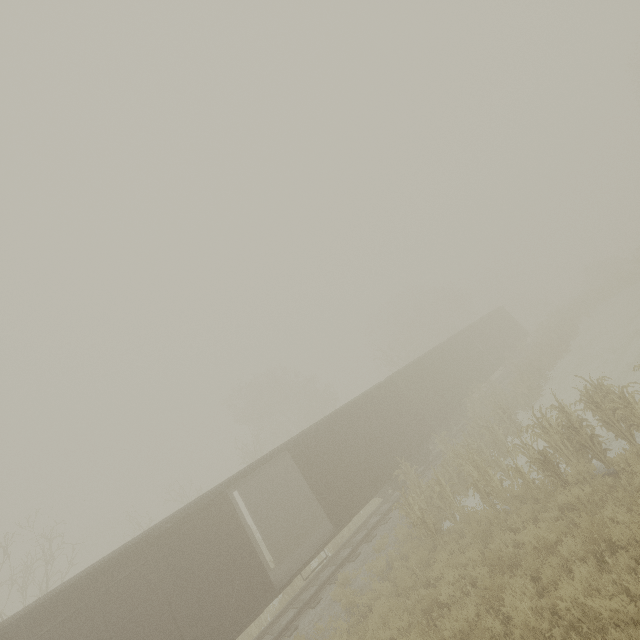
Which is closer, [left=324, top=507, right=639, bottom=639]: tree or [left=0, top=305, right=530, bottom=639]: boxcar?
[left=324, top=507, right=639, bottom=639]: tree

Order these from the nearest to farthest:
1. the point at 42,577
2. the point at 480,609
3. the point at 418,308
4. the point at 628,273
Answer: the point at 480,609, the point at 628,273, the point at 42,577, the point at 418,308

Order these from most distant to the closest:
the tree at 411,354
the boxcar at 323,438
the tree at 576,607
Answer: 1. the tree at 411,354
2. the boxcar at 323,438
3. the tree at 576,607

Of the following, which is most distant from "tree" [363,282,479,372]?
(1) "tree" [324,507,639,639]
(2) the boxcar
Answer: (2) the boxcar

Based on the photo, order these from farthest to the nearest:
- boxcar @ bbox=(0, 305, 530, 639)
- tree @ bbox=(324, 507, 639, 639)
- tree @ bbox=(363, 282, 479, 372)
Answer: tree @ bbox=(363, 282, 479, 372) → boxcar @ bbox=(0, 305, 530, 639) → tree @ bbox=(324, 507, 639, 639)

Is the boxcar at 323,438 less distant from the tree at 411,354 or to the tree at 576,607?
the tree at 576,607

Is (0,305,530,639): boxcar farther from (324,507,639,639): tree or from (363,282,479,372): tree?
(363,282,479,372): tree

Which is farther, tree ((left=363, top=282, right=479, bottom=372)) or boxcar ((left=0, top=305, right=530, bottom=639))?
tree ((left=363, top=282, right=479, bottom=372))
